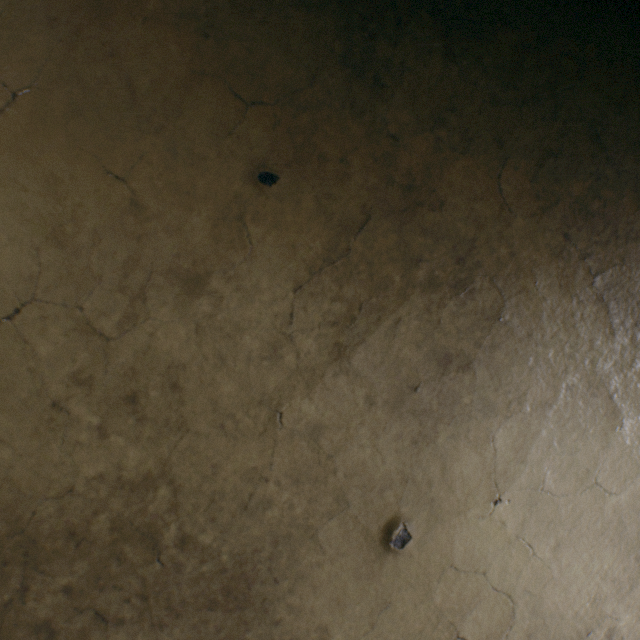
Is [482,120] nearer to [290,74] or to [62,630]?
[290,74]
